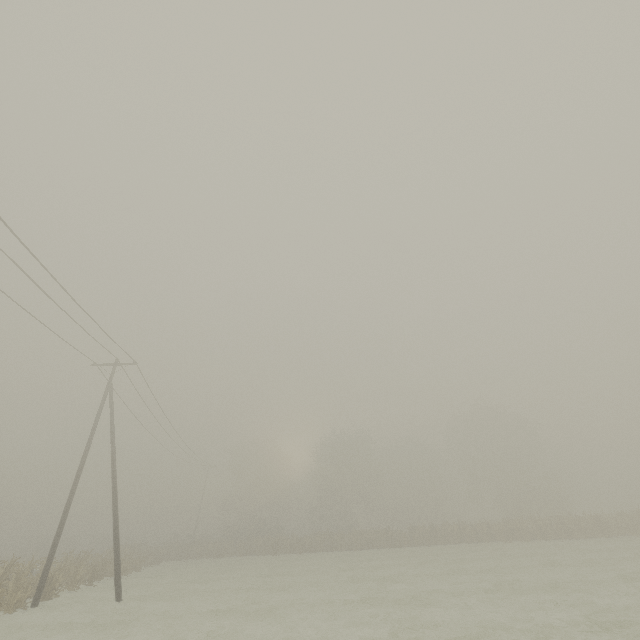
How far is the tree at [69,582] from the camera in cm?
1670

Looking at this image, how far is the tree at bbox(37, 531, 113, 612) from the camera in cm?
1670

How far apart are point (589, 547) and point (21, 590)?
34.2m
